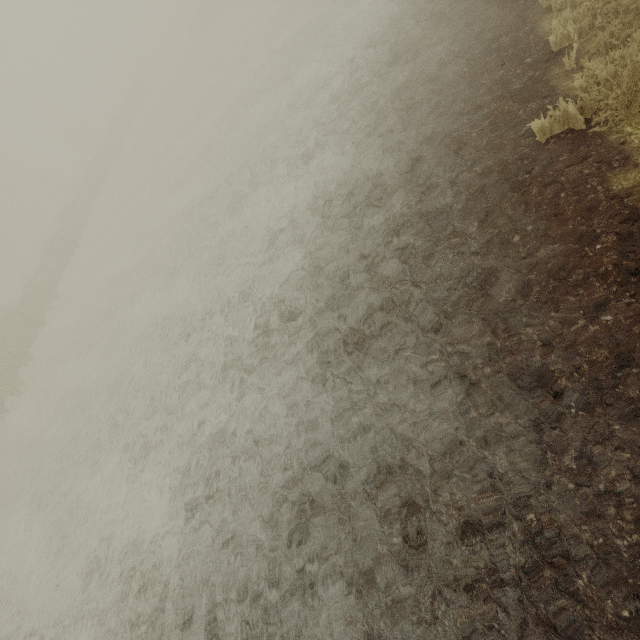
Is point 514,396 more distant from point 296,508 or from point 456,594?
point 296,508

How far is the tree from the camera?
34.41m

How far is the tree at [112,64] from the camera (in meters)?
34.41
